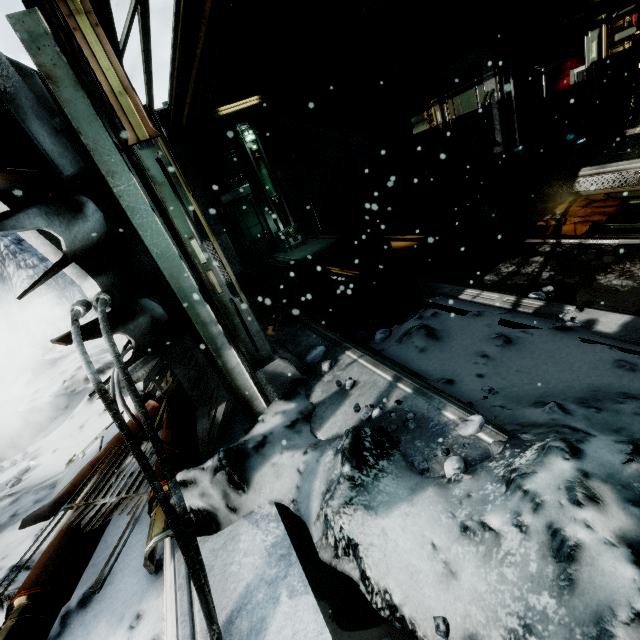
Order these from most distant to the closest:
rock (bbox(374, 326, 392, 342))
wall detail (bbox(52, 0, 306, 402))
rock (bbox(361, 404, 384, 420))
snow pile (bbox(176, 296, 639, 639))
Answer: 1. rock (bbox(374, 326, 392, 342))
2. rock (bbox(361, 404, 384, 420))
3. wall detail (bbox(52, 0, 306, 402))
4. snow pile (bbox(176, 296, 639, 639))

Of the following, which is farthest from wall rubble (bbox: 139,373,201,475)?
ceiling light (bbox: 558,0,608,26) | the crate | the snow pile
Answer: the crate

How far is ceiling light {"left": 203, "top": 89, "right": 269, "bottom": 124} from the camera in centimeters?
908cm

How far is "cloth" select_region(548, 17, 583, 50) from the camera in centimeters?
705cm

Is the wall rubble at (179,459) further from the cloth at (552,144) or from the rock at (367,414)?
the cloth at (552,144)

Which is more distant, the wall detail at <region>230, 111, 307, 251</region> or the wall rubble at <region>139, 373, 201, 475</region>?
the wall detail at <region>230, 111, 307, 251</region>

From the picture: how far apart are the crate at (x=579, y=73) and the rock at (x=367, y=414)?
9.2 meters

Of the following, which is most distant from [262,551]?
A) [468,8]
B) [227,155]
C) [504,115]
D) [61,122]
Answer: [227,155]
